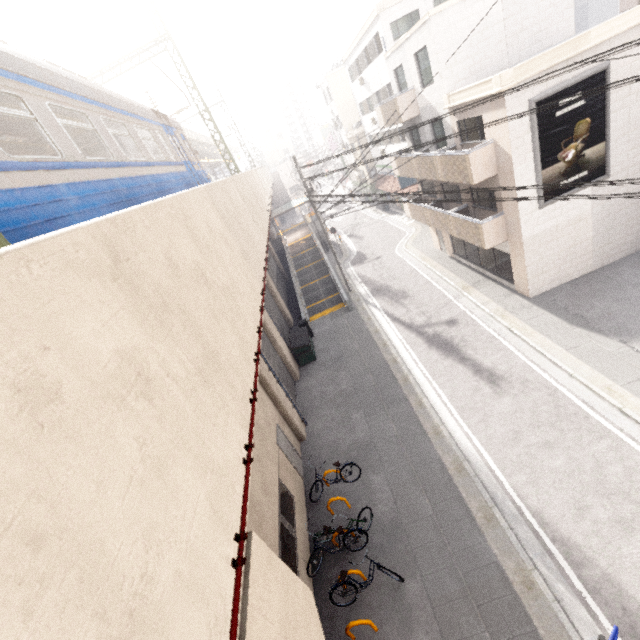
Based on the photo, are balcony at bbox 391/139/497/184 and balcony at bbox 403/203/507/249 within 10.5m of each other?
yes

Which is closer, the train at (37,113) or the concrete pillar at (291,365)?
the train at (37,113)

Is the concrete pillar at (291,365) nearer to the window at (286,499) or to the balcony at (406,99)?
the window at (286,499)

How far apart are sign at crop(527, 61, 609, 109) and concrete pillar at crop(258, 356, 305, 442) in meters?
12.5 m

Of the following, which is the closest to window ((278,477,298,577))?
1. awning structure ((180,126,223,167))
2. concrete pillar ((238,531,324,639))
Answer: concrete pillar ((238,531,324,639))

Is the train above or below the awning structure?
below

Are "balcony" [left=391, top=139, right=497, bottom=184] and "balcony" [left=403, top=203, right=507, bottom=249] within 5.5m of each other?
yes

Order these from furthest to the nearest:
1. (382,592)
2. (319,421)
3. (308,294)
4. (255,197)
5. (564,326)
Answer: (308,294) → (255,197) → (319,421) → (564,326) → (382,592)
